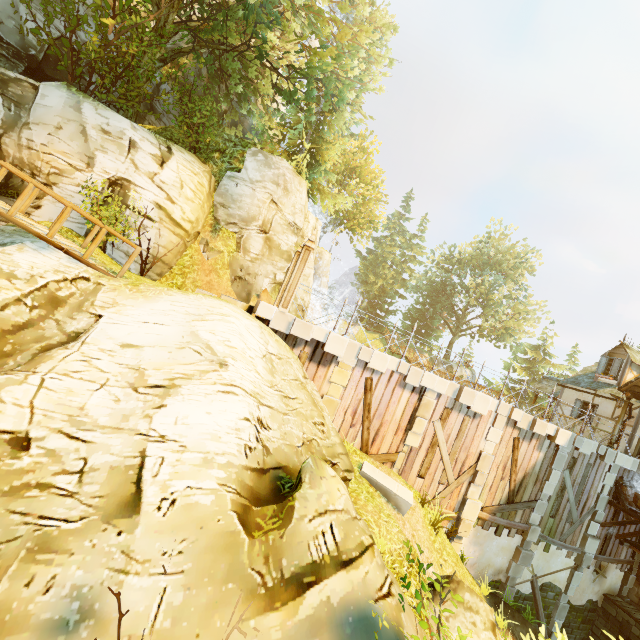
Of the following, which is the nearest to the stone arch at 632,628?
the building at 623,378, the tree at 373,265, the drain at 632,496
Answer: the building at 623,378

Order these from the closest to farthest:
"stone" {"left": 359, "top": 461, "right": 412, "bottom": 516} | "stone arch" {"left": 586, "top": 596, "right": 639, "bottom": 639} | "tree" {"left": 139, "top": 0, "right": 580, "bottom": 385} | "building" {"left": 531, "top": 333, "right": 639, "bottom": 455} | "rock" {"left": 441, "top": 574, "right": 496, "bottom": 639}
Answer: "rock" {"left": 441, "top": 574, "right": 496, "bottom": 639} → "stone" {"left": 359, "top": 461, "right": 412, "bottom": 516} → "tree" {"left": 139, "top": 0, "right": 580, "bottom": 385} → "stone arch" {"left": 586, "top": 596, "right": 639, "bottom": 639} → "building" {"left": 531, "top": 333, "right": 639, "bottom": 455}

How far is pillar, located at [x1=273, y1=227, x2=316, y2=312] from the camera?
9.7m

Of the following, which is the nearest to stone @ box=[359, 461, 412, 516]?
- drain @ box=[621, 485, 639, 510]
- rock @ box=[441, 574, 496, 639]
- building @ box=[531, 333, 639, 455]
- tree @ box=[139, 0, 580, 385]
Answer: rock @ box=[441, 574, 496, 639]

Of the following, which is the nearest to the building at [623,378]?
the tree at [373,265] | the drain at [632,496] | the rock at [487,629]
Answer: the drain at [632,496]

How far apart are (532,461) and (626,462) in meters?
4.9 m

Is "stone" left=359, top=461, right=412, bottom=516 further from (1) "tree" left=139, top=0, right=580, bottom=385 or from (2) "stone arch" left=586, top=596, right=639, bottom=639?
(2) "stone arch" left=586, top=596, right=639, bottom=639

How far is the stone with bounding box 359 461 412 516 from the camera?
9.4m
